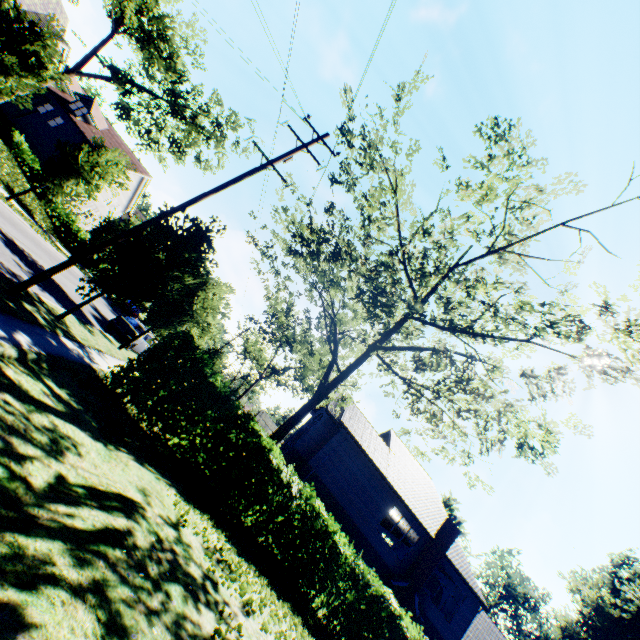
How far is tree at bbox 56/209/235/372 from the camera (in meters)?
11.38

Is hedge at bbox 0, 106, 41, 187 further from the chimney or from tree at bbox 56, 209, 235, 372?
the chimney

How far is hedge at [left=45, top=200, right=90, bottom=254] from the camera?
29.81m

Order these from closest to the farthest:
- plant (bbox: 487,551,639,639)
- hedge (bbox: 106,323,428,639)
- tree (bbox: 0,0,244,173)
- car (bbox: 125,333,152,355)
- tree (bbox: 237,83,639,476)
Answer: tree (bbox: 237,83,639,476)
hedge (bbox: 106,323,428,639)
tree (bbox: 0,0,244,173)
car (bbox: 125,333,152,355)
plant (bbox: 487,551,639,639)

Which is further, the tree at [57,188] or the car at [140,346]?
the car at [140,346]

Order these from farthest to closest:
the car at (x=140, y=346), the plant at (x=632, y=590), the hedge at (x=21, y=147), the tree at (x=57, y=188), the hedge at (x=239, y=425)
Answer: the plant at (x=632, y=590) < the hedge at (x=21, y=147) < the car at (x=140, y=346) < the tree at (x=57, y=188) < the hedge at (x=239, y=425)

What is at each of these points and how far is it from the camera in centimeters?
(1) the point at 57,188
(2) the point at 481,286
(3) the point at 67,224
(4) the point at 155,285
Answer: (1) tree, 1873cm
(2) tree, 982cm
(3) hedge, 3069cm
(4) tree, 1193cm

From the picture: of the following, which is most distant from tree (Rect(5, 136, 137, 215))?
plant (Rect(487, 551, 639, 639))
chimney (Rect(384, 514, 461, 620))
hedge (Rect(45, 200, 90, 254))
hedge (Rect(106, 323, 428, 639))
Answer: chimney (Rect(384, 514, 461, 620))
